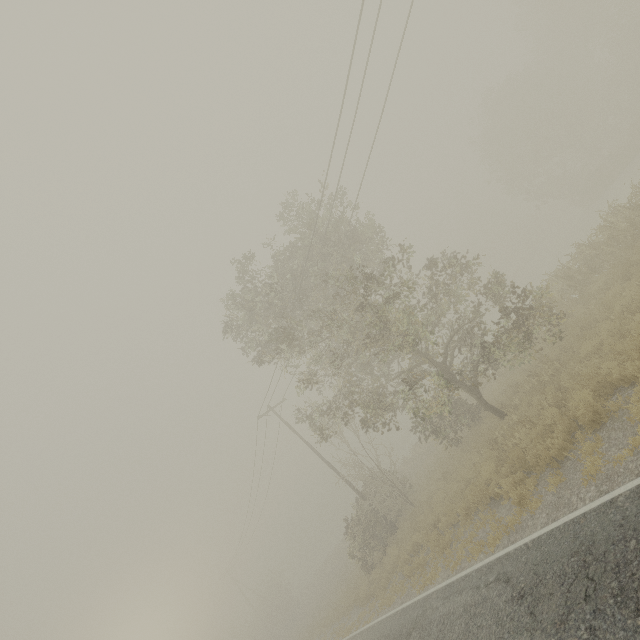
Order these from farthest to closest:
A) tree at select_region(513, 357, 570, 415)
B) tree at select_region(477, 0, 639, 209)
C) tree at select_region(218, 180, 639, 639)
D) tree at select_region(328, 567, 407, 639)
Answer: tree at select_region(477, 0, 639, 209) → tree at select_region(328, 567, 407, 639) → tree at select_region(218, 180, 639, 639) → tree at select_region(513, 357, 570, 415)

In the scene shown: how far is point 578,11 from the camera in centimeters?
2969cm

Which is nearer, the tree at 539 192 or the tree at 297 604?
the tree at 297 604

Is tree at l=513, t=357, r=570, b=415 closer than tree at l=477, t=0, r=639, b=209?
Yes
